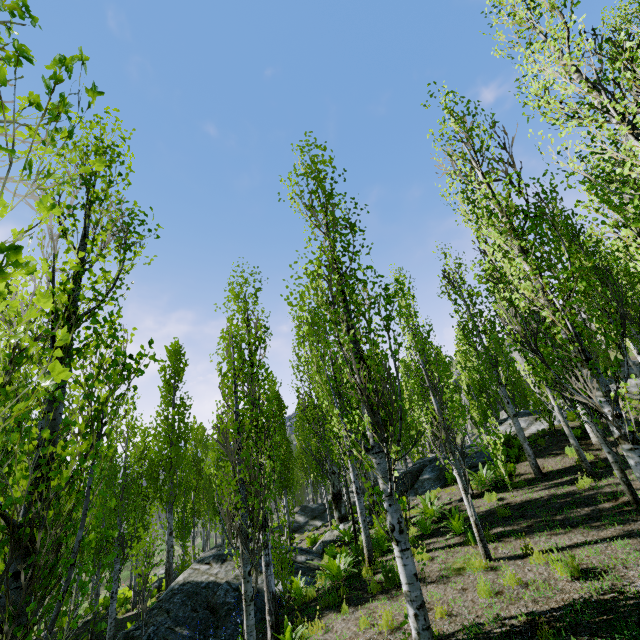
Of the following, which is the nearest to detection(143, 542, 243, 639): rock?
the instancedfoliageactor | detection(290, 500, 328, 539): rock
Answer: the instancedfoliageactor

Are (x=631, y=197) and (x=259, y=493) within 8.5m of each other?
yes

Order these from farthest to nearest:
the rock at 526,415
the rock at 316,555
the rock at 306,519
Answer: the rock at 306,519 → the rock at 526,415 → the rock at 316,555

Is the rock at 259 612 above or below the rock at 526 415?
below

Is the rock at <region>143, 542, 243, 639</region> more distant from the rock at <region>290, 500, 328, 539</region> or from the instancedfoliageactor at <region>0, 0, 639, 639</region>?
the rock at <region>290, 500, 328, 539</region>
